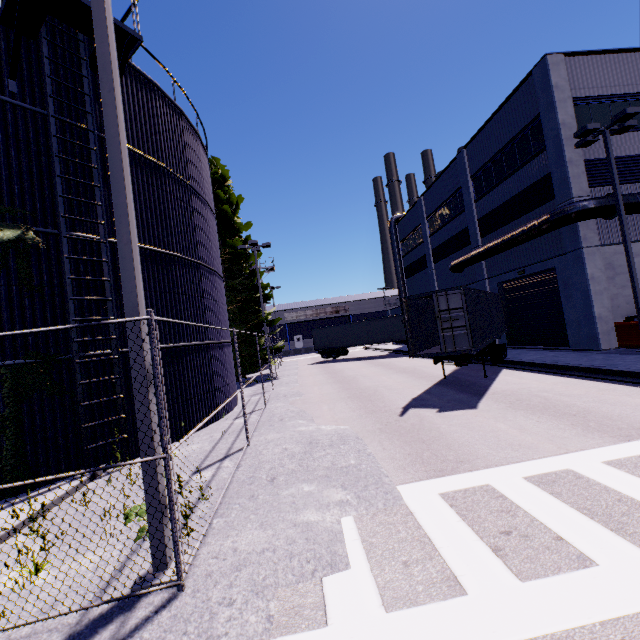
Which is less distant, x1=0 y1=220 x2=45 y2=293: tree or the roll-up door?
x1=0 y1=220 x2=45 y2=293: tree

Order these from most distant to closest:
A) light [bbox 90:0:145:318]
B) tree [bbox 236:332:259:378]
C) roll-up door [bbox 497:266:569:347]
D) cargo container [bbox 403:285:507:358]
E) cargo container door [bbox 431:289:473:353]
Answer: tree [bbox 236:332:259:378], roll-up door [bbox 497:266:569:347], cargo container [bbox 403:285:507:358], cargo container door [bbox 431:289:473:353], light [bbox 90:0:145:318]

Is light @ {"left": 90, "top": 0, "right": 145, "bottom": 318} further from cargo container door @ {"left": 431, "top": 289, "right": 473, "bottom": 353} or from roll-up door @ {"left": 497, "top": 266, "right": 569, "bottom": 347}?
roll-up door @ {"left": 497, "top": 266, "right": 569, "bottom": 347}

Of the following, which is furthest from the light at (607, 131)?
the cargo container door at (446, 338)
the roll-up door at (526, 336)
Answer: the cargo container door at (446, 338)

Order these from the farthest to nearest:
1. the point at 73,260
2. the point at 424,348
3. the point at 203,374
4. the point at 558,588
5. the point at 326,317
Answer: the point at 326,317, the point at 424,348, the point at 203,374, the point at 73,260, the point at 558,588

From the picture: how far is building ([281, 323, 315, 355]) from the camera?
58.9m

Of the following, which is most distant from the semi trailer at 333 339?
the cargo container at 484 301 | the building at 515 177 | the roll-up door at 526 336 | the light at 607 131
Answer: the light at 607 131

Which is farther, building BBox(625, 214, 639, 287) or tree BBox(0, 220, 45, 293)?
building BBox(625, 214, 639, 287)
